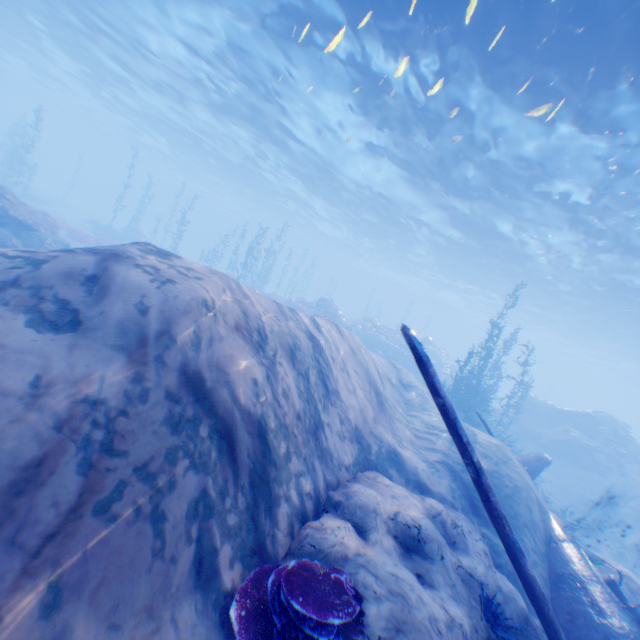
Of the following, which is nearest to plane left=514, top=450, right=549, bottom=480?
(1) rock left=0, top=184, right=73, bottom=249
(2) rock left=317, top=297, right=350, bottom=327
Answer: (1) rock left=0, top=184, right=73, bottom=249

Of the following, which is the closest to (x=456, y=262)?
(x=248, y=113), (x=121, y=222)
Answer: (x=248, y=113)

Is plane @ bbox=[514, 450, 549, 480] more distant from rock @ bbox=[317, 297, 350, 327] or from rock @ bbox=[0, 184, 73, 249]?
rock @ bbox=[317, 297, 350, 327]

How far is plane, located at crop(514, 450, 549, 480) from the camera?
11.0m

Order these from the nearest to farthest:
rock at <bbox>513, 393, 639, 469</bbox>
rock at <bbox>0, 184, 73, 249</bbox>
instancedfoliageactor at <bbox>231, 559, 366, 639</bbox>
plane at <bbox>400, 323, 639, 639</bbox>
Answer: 1. instancedfoliageactor at <bbox>231, 559, 366, 639</bbox>
2. plane at <bbox>400, 323, 639, 639</bbox>
3. rock at <bbox>0, 184, 73, 249</bbox>
4. rock at <bbox>513, 393, 639, 469</bbox>

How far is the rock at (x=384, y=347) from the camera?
26.55m

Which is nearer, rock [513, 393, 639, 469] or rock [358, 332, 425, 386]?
rock [513, 393, 639, 469]

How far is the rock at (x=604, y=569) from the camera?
7.7m
